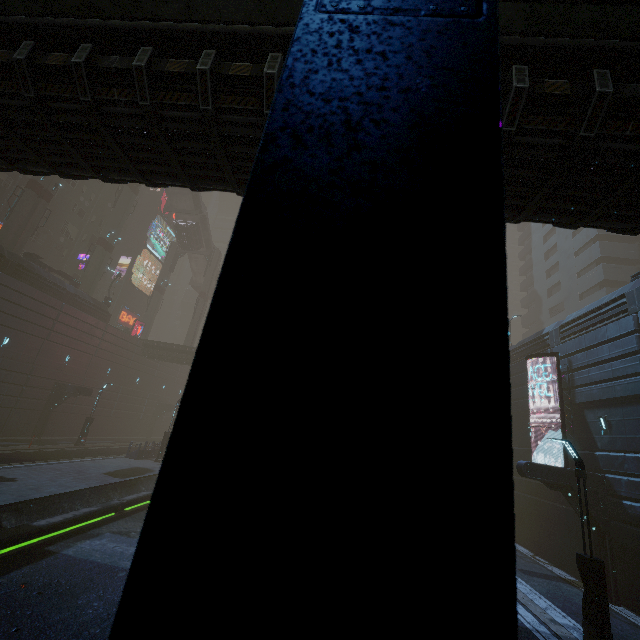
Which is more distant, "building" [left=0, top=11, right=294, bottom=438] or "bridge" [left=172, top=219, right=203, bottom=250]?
"bridge" [left=172, top=219, right=203, bottom=250]

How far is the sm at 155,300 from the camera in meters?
49.0

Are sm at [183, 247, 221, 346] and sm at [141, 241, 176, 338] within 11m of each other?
yes

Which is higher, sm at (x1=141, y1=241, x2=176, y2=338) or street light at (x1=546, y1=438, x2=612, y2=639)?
sm at (x1=141, y1=241, x2=176, y2=338)

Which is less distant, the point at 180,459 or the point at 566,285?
the point at 180,459

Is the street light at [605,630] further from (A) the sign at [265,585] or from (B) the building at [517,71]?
(A) the sign at [265,585]

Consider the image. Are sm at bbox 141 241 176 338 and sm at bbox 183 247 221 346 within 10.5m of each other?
yes

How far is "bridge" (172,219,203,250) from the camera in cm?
4866
